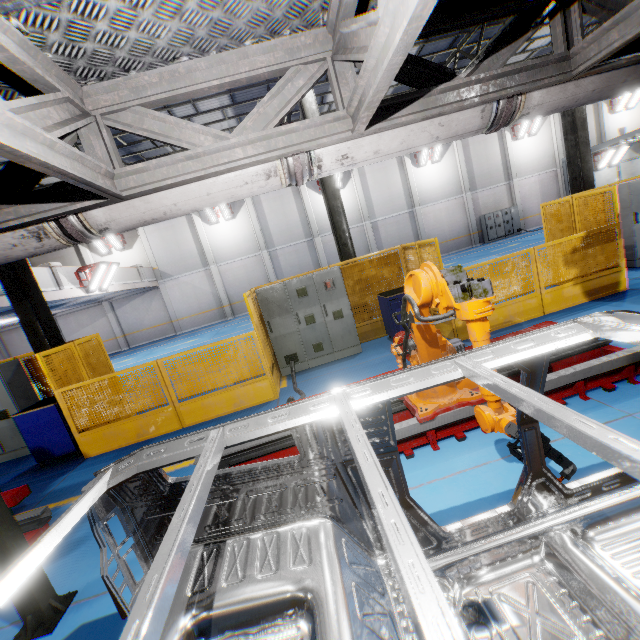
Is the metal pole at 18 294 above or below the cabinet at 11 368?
above

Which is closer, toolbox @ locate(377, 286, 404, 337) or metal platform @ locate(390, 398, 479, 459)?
metal platform @ locate(390, 398, 479, 459)

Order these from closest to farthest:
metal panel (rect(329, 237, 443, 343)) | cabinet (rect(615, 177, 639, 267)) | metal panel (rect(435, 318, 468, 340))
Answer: metal panel (rect(435, 318, 468, 340)) < metal panel (rect(329, 237, 443, 343)) < cabinet (rect(615, 177, 639, 267))

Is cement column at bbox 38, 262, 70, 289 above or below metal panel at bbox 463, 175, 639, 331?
above

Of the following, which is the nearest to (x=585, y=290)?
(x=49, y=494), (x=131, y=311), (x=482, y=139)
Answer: (x=49, y=494)

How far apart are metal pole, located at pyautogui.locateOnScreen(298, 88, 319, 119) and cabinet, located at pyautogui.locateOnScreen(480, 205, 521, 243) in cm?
1942

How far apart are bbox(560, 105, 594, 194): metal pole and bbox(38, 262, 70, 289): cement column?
18.7m

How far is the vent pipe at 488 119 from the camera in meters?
2.8
